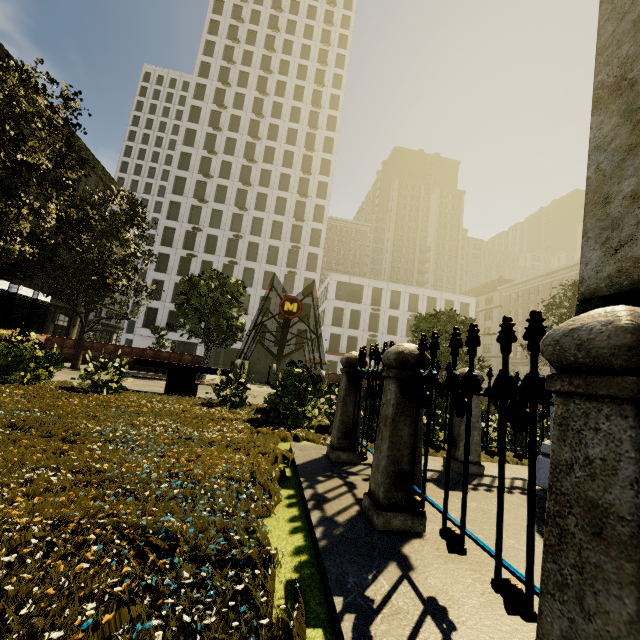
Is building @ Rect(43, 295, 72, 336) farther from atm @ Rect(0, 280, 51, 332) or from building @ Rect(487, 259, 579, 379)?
building @ Rect(487, 259, 579, 379)

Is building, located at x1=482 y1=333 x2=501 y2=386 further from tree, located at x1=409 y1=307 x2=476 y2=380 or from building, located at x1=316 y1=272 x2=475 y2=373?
tree, located at x1=409 y1=307 x2=476 y2=380

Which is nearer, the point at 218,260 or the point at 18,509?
the point at 18,509

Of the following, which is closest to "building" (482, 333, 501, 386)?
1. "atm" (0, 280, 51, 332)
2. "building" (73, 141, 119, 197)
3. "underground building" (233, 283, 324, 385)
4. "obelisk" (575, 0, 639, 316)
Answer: "underground building" (233, 283, 324, 385)

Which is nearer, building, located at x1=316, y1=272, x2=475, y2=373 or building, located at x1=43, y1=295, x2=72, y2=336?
building, located at x1=43, y1=295, x2=72, y2=336

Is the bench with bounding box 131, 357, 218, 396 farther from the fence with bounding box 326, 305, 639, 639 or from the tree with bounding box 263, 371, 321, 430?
the fence with bounding box 326, 305, 639, 639

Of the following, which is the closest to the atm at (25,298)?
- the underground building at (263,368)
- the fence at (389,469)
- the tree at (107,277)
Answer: the tree at (107,277)

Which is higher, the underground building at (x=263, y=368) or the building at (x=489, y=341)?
the building at (x=489, y=341)
